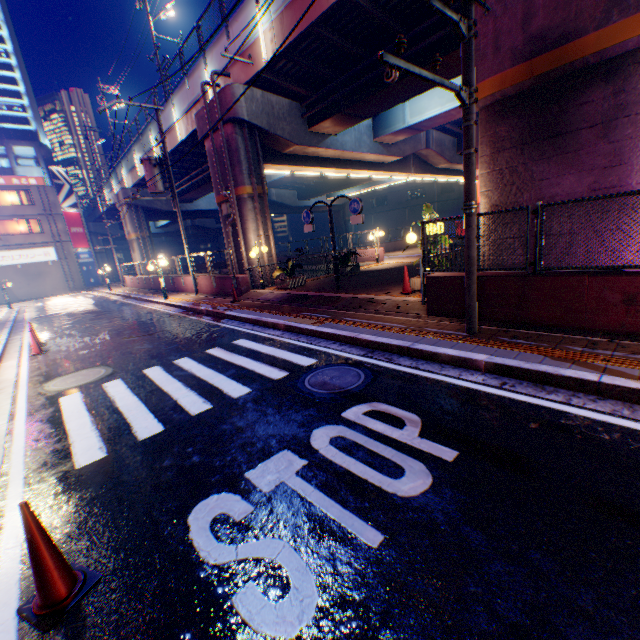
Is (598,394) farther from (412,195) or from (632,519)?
(412,195)

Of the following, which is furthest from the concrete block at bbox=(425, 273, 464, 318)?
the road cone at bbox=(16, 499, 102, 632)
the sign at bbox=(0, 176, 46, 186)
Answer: the sign at bbox=(0, 176, 46, 186)

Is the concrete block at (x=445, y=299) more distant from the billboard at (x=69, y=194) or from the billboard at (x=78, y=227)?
the billboard at (x=69, y=194)

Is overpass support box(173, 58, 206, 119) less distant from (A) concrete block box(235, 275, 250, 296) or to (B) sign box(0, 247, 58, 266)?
(A) concrete block box(235, 275, 250, 296)

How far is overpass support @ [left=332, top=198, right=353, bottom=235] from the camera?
49.2m

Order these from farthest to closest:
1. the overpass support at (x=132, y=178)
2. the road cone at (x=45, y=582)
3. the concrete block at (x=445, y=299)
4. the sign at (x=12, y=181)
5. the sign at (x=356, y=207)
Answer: the sign at (x=12, y=181) → the overpass support at (x=132, y=178) → the sign at (x=356, y=207) → the concrete block at (x=445, y=299) → the road cone at (x=45, y=582)

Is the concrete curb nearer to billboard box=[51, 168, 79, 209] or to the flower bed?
the flower bed

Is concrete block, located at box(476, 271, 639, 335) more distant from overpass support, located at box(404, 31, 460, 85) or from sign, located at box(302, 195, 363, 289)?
Answer: sign, located at box(302, 195, 363, 289)
